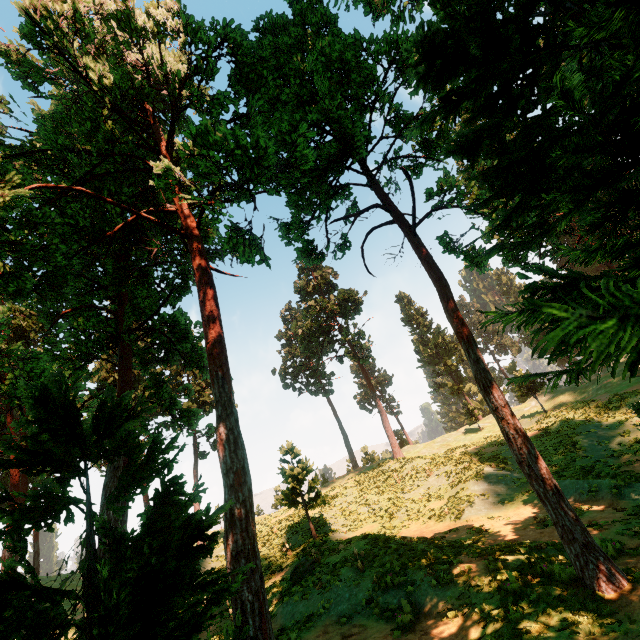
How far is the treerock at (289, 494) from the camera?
20.88m

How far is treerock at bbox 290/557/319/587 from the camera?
14.8m

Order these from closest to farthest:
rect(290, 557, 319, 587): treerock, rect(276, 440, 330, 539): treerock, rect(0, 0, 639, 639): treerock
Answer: rect(0, 0, 639, 639): treerock, rect(290, 557, 319, 587): treerock, rect(276, 440, 330, 539): treerock

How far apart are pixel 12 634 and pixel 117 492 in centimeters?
1149cm

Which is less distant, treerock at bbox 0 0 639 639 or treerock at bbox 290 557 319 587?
treerock at bbox 0 0 639 639
